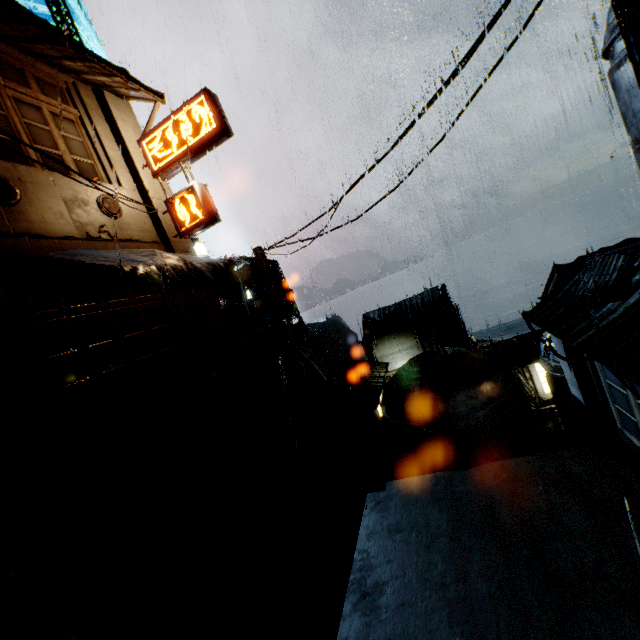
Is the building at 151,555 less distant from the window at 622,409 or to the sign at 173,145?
the sign at 173,145

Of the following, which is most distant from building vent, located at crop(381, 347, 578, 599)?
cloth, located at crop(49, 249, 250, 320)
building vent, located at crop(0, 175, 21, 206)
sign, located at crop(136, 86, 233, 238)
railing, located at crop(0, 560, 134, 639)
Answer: building vent, located at crop(0, 175, 21, 206)

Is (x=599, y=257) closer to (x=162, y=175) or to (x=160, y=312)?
(x=160, y=312)

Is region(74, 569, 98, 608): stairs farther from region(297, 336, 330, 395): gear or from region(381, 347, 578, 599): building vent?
region(297, 336, 330, 395): gear

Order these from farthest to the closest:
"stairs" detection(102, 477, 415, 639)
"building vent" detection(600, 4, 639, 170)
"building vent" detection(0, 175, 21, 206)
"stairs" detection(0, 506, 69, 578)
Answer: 1. "building vent" detection(0, 175, 21, 206)
2. "stairs" detection(0, 506, 69, 578)
3. "building vent" detection(600, 4, 639, 170)
4. "stairs" detection(102, 477, 415, 639)

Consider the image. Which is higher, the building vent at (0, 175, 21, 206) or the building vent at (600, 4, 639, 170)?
the building vent at (0, 175, 21, 206)

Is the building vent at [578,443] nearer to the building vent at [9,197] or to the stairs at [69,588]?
the stairs at [69,588]

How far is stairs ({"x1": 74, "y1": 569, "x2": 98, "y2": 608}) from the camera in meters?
5.9 m
